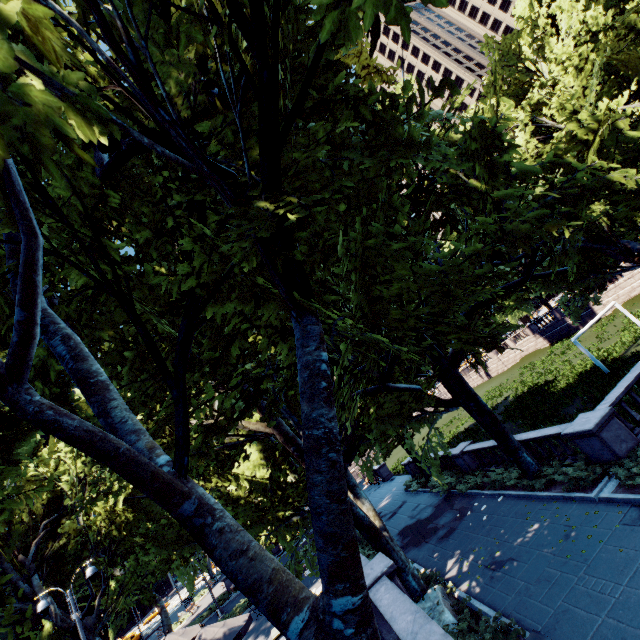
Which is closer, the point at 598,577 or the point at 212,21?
the point at 212,21

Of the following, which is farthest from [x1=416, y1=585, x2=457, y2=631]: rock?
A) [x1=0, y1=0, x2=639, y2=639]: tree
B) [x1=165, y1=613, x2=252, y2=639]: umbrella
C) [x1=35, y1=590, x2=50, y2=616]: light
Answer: [x1=35, y1=590, x2=50, y2=616]: light

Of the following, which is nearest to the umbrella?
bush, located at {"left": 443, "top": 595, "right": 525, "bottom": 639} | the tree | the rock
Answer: the tree

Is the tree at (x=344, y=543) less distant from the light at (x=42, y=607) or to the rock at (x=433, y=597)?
the rock at (x=433, y=597)

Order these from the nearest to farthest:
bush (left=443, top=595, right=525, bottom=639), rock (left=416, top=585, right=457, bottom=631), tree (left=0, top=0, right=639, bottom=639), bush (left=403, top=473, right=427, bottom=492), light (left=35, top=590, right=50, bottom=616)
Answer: tree (left=0, top=0, right=639, bottom=639) < bush (left=443, top=595, right=525, bottom=639) < rock (left=416, top=585, right=457, bottom=631) < light (left=35, top=590, right=50, bottom=616) < bush (left=403, top=473, right=427, bottom=492)

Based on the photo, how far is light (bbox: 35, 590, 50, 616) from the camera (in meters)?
12.97

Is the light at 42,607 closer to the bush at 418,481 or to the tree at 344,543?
the tree at 344,543

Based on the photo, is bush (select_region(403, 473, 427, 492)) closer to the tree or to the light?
the tree
